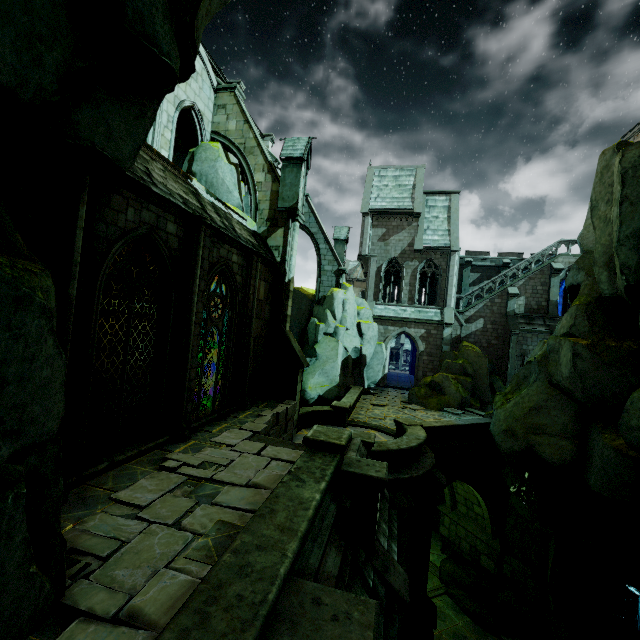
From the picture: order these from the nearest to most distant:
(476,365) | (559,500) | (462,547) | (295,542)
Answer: (295,542) → (559,500) → (462,547) → (476,365)

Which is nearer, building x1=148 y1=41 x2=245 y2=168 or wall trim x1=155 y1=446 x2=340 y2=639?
wall trim x1=155 y1=446 x2=340 y2=639

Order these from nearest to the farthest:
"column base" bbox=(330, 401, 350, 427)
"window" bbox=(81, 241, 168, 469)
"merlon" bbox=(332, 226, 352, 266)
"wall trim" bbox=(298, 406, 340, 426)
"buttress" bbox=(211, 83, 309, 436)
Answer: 1. "window" bbox=(81, 241, 168, 469)
2. "buttress" bbox=(211, 83, 309, 436)
3. "wall trim" bbox=(298, 406, 340, 426)
4. "column base" bbox=(330, 401, 350, 427)
5. "merlon" bbox=(332, 226, 352, 266)

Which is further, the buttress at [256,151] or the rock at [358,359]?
the rock at [358,359]

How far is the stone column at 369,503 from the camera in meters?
6.5 m

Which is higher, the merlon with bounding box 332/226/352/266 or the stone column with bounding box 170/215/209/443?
the merlon with bounding box 332/226/352/266

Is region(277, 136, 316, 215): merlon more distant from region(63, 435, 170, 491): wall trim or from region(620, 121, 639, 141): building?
region(63, 435, 170, 491): wall trim

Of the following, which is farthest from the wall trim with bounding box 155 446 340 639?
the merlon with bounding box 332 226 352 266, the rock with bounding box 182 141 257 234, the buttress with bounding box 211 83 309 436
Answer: the merlon with bounding box 332 226 352 266
